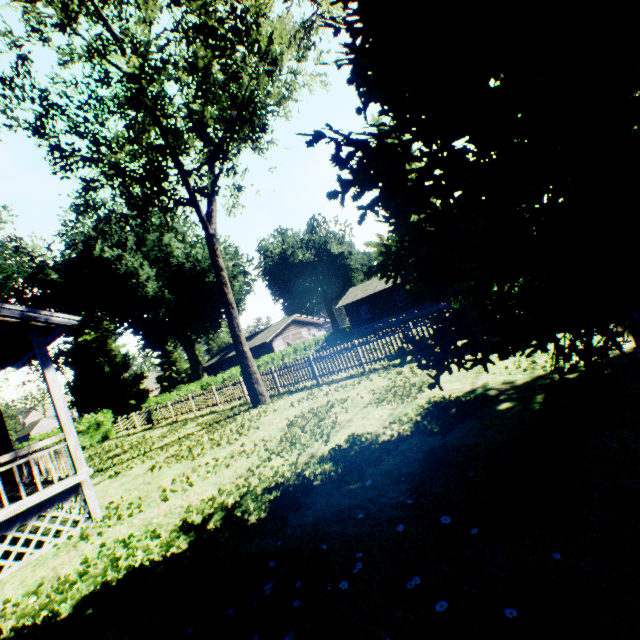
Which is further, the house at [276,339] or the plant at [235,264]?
the house at [276,339]

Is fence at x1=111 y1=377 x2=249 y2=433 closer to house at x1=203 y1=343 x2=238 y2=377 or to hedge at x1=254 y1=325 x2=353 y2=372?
hedge at x1=254 y1=325 x2=353 y2=372

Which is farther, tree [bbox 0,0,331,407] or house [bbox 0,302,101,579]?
tree [bbox 0,0,331,407]

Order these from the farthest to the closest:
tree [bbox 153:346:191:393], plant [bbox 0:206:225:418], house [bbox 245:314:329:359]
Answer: tree [bbox 153:346:191:393]
house [bbox 245:314:329:359]
plant [bbox 0:206:225:418]

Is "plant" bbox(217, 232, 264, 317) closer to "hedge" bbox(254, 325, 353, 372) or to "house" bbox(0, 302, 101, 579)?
"house" bbox(0, 302, 101, 579)

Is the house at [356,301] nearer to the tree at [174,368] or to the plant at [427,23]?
the plant at [427,23]

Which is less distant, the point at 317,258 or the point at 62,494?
the point at 62,494

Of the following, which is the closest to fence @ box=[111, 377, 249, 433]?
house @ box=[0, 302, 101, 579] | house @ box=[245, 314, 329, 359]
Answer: house @ box=[0, 302, 101, 579]
